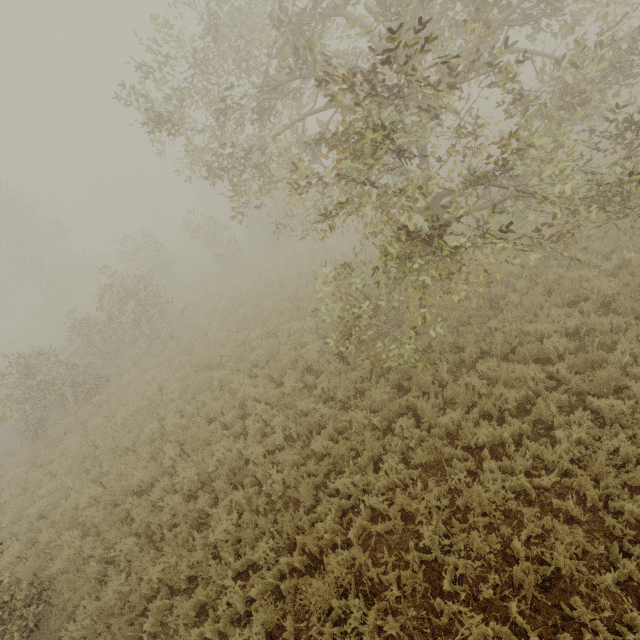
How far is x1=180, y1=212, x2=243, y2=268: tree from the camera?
19.3m

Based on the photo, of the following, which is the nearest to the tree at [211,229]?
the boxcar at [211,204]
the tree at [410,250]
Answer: the boxcar at [211,204]

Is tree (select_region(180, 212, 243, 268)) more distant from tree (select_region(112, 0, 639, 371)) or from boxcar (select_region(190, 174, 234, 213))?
tree (select_region(112, 0, 639, 371))

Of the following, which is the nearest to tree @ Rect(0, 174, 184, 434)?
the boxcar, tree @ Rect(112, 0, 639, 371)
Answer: the boxcar

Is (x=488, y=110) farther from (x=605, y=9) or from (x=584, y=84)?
(x=584, y=84)

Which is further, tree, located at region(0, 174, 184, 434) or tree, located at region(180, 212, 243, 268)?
tree, located at region(180, 212, 243, 268)

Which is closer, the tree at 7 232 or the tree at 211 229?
the tree at 7 232

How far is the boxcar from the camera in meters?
39.1 m
